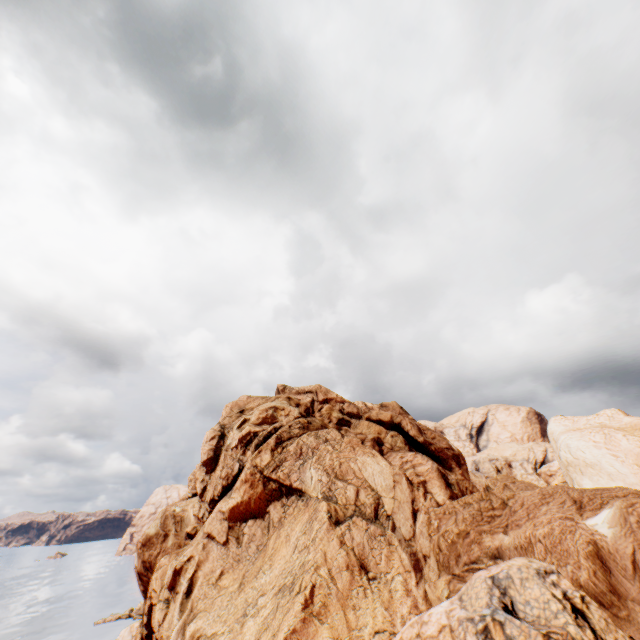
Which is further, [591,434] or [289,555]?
[591,434]
